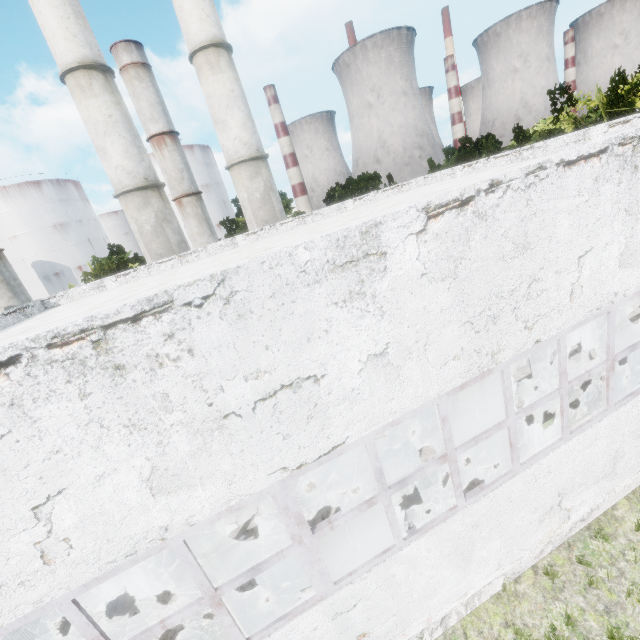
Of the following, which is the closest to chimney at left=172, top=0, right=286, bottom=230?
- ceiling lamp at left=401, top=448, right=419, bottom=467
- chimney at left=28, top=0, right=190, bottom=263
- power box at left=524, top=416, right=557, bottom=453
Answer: chimney at left=28, top=0, right=190, bottom=263

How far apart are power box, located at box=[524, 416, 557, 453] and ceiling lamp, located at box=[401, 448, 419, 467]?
3.1 meters

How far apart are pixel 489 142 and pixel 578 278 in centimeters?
3243cm

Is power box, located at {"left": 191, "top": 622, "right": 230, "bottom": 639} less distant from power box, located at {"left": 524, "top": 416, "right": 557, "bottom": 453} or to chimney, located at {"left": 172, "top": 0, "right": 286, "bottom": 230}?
power box, located at {"left": 524, "top": 416, "right": 557, "bottom": 453}

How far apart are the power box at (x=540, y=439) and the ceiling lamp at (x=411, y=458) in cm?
308

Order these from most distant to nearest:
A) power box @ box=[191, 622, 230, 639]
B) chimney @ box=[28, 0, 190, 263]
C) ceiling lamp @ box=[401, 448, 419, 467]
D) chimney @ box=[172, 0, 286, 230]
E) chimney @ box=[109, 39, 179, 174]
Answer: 1. chimney @ box=[109, 39, 179, 174]
2. chimney @ box=[172, 0, 286, 230]
3. chimney @ box=[28, 0, 190, 263]
4. ceiling lamp @ box=[401, 448, 419, 467]
5. power box @ box=[191, 622, 230, 639]

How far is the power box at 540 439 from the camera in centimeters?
667cm

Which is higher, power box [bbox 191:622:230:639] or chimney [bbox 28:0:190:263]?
chimney [bbox 28:0:190:263]
